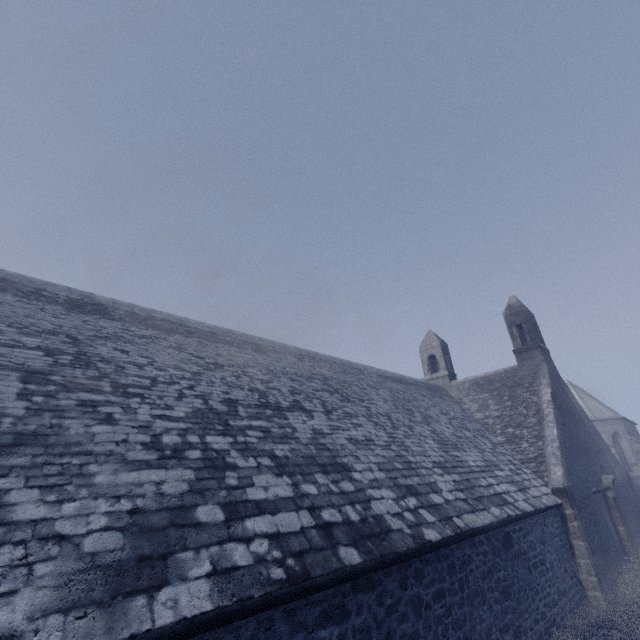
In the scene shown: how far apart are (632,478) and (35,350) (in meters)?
43.09

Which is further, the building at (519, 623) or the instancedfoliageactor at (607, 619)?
the instancedfoliageactor at (607, 619)

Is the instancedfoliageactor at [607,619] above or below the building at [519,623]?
below

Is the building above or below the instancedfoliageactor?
above

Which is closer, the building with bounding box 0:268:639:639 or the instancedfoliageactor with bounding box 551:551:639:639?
the building with bounding box 0:268:639:639
